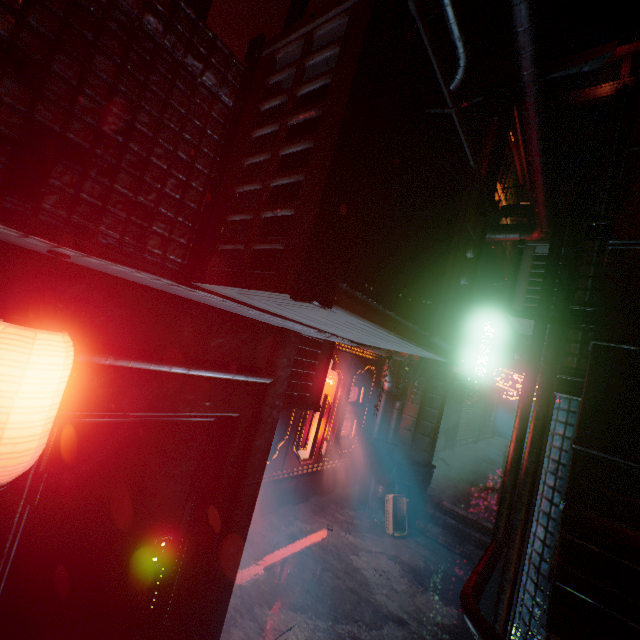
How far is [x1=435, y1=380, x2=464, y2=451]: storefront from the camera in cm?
1005

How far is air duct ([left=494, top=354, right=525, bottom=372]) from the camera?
8.6 meters

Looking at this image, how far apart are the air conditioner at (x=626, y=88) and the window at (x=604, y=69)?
1.0 meters

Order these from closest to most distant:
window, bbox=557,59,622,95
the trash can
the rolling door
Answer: the trash can → the rolling door → window, bbox=557,59,622,95

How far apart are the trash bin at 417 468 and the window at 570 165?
22.9 meters

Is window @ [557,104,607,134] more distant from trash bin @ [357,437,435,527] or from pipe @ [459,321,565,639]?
trash bin @ [357,437,435,527]

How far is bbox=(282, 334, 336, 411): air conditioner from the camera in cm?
278

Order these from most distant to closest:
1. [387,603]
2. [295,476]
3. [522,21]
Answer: [295,476]
[387,603]
[522,21]
